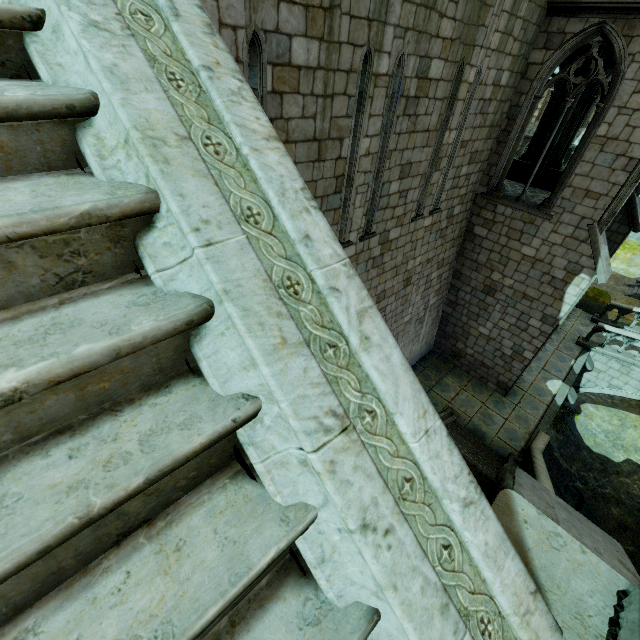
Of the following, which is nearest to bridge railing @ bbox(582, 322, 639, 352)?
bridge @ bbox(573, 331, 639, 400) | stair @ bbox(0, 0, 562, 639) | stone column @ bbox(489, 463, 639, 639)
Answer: bridge @ bbox(573, 331, 639, 400)

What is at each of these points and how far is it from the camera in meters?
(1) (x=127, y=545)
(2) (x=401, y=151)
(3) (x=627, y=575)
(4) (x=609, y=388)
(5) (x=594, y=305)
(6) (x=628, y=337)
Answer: (1) stair, 0.9 m
(2) building, 7.3 m
(3) stone column, 1.4 m
(4) bridge, 16.7 m
(5) rock, 19.4 m
(6) bridge railing, 15.5 m

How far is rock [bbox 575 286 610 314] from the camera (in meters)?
19.36

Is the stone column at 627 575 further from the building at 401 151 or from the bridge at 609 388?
the bridge at 609 388

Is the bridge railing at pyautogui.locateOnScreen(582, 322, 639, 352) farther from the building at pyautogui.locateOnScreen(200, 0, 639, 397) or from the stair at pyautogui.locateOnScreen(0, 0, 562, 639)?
the stair at pyautogui.locateOnScreen(0, 0, 562, 639)

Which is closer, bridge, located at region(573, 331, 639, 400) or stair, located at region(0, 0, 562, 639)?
stair, located at region(0, 0, 562, 639)

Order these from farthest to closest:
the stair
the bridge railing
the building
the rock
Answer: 1. the rock
2. the bridge railing
3. the building
4. the stair

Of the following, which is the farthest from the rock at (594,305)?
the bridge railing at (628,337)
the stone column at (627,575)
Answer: the stone column at (627,575)
